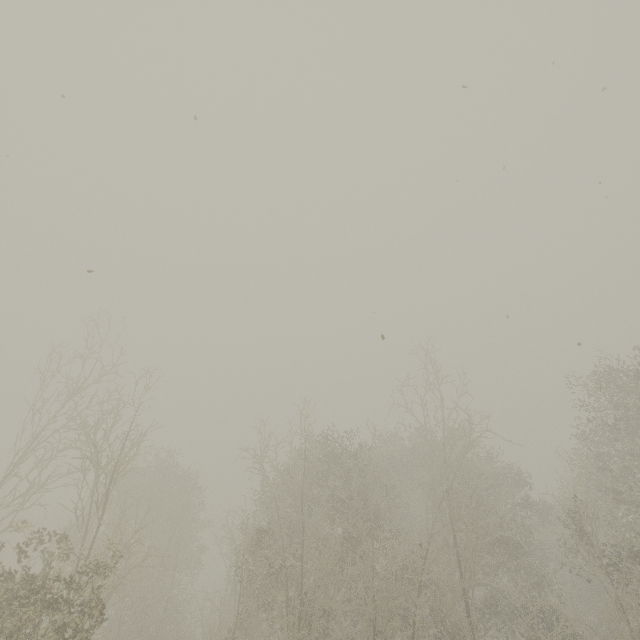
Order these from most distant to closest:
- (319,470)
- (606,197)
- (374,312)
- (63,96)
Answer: (319,470) < (374,312) < (606,197) < (63,96)
